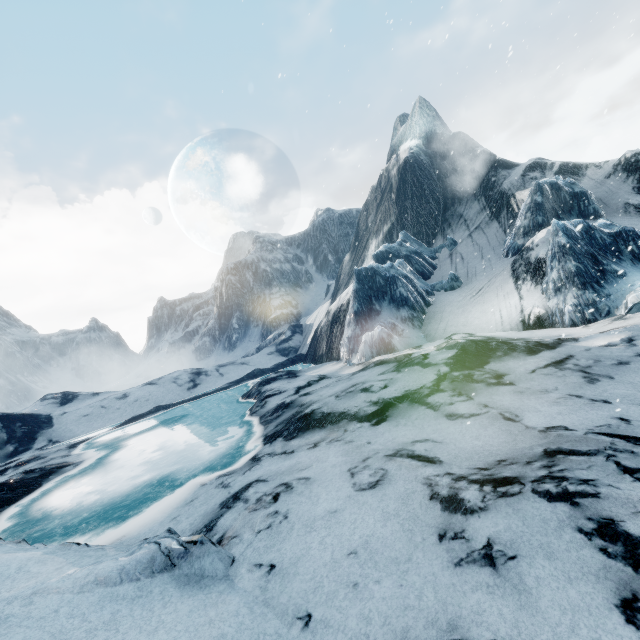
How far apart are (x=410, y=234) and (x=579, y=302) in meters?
25.0 m
